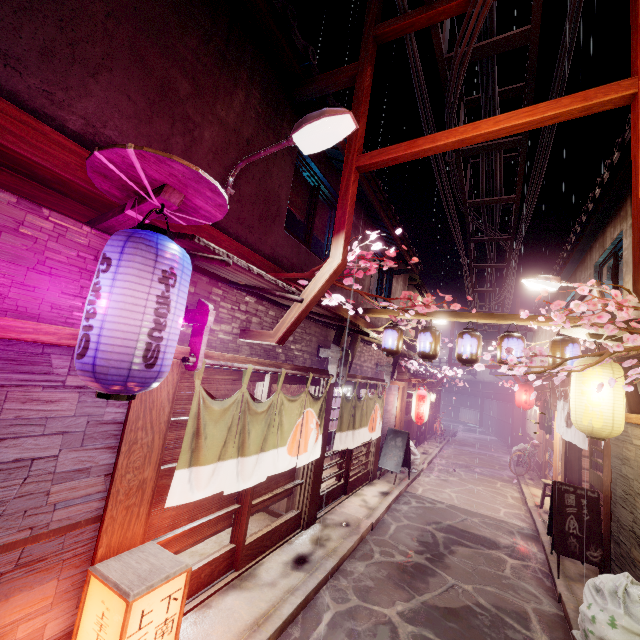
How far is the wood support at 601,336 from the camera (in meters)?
8.38

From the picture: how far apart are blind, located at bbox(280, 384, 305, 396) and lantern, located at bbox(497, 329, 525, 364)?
6.7m

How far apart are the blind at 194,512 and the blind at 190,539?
0.11m

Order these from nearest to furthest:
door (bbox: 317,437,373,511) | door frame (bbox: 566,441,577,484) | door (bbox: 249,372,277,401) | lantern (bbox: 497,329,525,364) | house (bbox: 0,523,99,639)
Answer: house (bbox: 0,523,99,639) < door (bbox: 249,372,277,401) < lantern (bbox: 497,329,525,364) < door (bbox: 317,437,373,511) < door frame (bbox: 566,441,577,484)

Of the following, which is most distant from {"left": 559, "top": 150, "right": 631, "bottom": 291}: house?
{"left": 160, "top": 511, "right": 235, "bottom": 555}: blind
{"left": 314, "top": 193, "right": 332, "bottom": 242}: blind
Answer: {"left": 160, "top": 511, "right": 235, "bottom": 555}: blind

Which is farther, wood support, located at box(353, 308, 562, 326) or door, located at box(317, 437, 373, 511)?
door, located at box(317, 437, 373, 511)

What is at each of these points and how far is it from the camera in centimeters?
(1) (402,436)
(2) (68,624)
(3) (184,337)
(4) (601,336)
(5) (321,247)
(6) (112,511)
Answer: (1) sign, 1811cm
(2) house, 475cm
(3) house, 671cm
(4) wood support, 863cm
(5) house, 1330cm
(6) wood pole, 516cm

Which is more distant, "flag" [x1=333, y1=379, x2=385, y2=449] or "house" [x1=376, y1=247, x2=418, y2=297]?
"house" [x1=376, y1=247, x2=418, y2=297]
